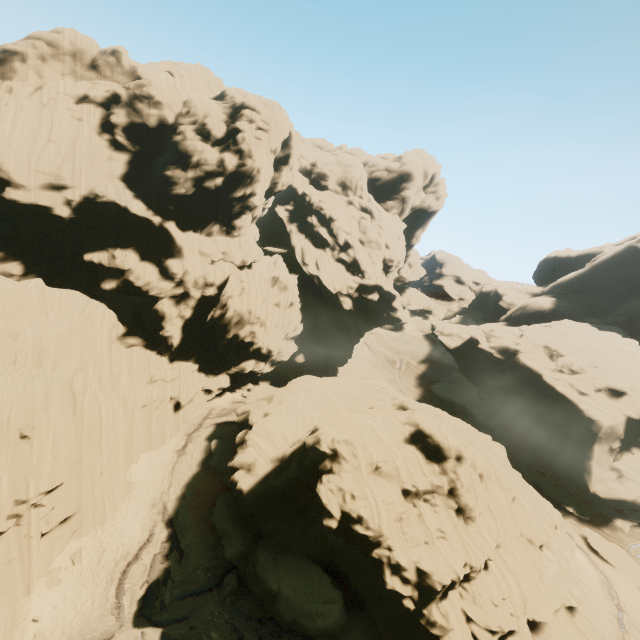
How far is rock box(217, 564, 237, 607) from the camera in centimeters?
2052cm

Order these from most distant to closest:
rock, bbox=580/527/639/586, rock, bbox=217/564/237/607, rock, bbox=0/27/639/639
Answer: rock, bbox=580/527/639/586, rock, bbox=217/564/237/607, rock, bbox=0/27/639/639

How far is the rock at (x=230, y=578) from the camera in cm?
2052

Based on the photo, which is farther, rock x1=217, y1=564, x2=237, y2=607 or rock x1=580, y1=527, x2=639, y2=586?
rock x1=580, y1=527, x2=639, y2=586

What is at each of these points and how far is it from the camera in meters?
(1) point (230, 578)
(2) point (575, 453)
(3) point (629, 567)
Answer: (1) rock, 21.3 m
(2) rock, 38.2 m
(3) rock, 29.9 m

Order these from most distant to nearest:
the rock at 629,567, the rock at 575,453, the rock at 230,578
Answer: the rock at 629,567, the rock at 230,578, the rock at 575,453
